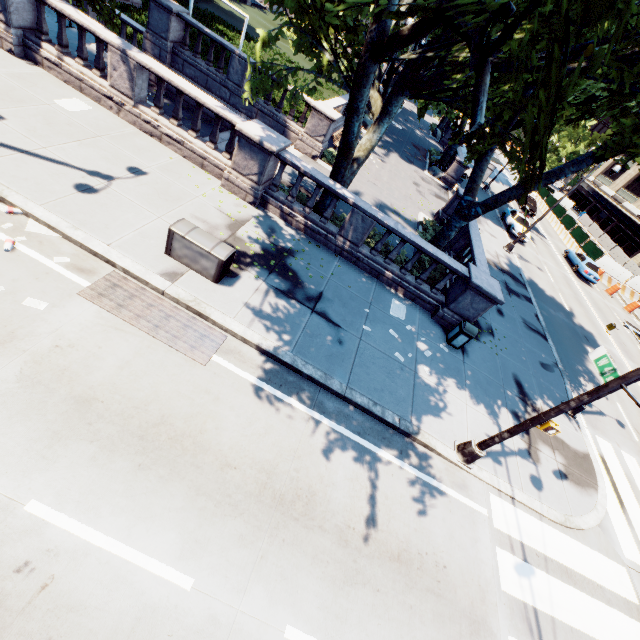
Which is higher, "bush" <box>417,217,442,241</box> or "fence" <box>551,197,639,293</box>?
"fence" <box>551,197,639,293</box>

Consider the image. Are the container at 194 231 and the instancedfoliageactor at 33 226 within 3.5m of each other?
yes

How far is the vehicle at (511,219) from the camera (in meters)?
26.89

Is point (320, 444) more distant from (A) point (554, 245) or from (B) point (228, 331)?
(A) point (554, 245)

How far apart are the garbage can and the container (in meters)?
7.93

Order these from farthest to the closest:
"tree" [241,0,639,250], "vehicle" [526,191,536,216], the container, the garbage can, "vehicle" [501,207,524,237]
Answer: "vehicle" [526,191,536,216]
"vehicle" [501,207,524,237]
the garbage can
the container
"tree" [241,0,639,250]

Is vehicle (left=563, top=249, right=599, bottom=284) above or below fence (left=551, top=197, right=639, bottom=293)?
below

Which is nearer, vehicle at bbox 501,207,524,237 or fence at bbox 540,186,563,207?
vehicle at bbox 501,207,524,237
